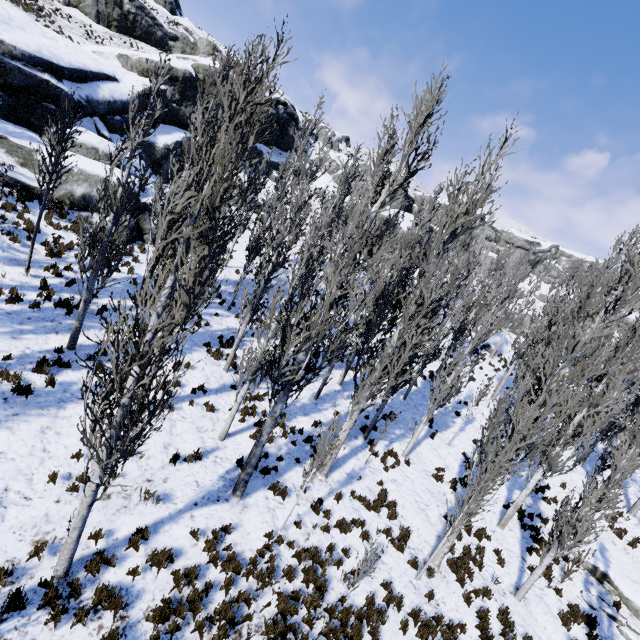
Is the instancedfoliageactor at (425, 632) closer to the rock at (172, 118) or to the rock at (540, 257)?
the rock at (540, 257)

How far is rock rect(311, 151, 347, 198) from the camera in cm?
4172

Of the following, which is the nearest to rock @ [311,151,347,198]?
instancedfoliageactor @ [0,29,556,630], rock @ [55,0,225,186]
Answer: instancedfoliageactor @ [0,29,556,630]

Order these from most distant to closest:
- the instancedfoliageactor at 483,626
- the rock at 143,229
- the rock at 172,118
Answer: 1. the rock at 172,118
2. the rock at 143,229
3. the instancedfoliageactor at 483,626

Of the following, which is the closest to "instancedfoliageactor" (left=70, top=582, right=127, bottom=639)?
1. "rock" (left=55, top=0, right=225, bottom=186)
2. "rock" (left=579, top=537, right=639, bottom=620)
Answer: "rock" (left=579, top=537, right=639, bottom=620)

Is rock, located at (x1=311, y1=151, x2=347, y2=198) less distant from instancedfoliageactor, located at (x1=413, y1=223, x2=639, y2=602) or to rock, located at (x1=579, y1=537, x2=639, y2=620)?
instancedfoliageactor, located at (x1=413, y1=223, x2=639, y2=602)

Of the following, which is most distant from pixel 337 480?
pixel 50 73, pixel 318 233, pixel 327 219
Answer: pixel 50 73
